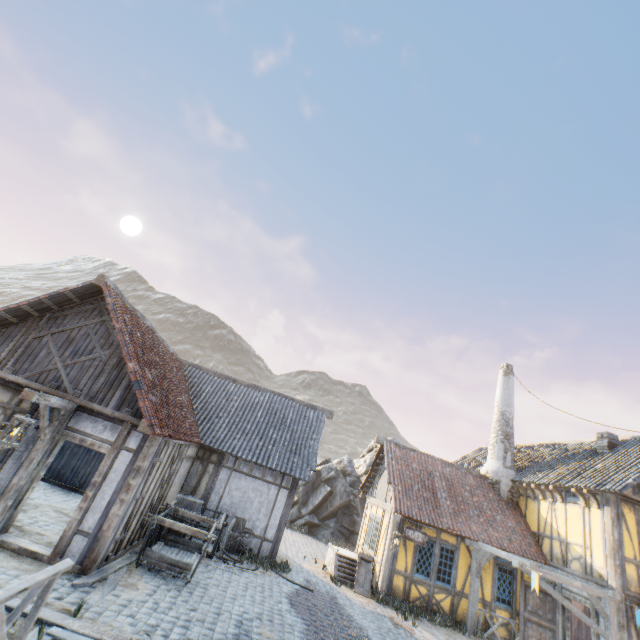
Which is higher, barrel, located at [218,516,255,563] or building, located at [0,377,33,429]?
building, located at [0,377,33,429]

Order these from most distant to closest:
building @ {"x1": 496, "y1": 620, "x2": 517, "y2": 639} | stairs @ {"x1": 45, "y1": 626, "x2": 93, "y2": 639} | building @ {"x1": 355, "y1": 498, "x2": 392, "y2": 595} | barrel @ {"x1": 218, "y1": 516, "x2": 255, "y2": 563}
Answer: building @ {"x1": 355, "y1": 498, "x2": 392, "y2": 595}
building @ {"x1": 496, "y1": 620, "x2": 517, "y2": 639}
barrel @ {"x1": 218, "y1": 516, "x2": 255, "y2": 563}
stairs @ {"x1": 45, "y1": 626, "x2": 93, "y2": 639}

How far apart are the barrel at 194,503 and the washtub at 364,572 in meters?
6.2

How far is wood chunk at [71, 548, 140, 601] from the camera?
6.2 meters

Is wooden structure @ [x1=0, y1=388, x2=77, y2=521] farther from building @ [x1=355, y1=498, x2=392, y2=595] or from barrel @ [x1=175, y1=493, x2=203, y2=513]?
building @ [x1=355, y1=498, x2=392, y2=595]

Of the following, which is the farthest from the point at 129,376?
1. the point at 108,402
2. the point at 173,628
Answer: the point at 173,628

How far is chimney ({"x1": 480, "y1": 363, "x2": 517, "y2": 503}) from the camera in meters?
15.5 m

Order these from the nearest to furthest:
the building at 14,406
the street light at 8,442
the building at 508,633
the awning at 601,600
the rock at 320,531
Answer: the street light at 8,442 < the building at 14,406 < the awning at 601,600 < the building at 508,633 < the rock at 320,531
